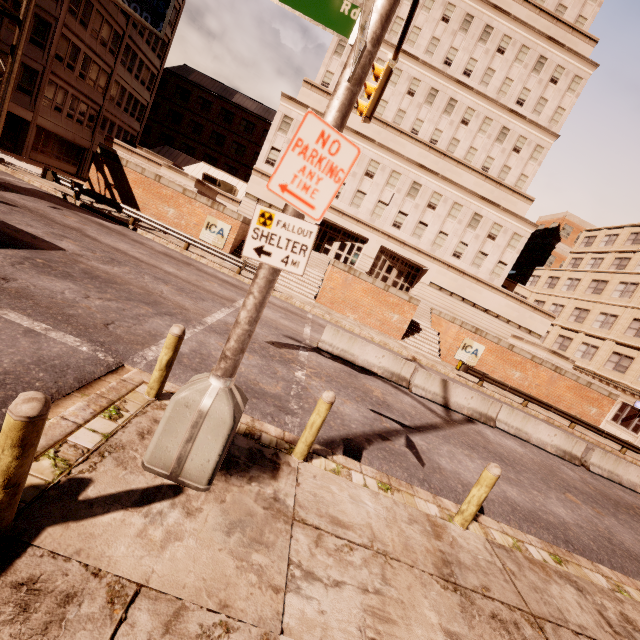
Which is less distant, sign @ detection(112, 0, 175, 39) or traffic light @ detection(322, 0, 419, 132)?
traffic light @ detection(322, 0, 419, 132)

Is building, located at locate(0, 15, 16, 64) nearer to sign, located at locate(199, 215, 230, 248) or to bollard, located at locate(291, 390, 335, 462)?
sign, located at locate(199, 215, 230, 248)

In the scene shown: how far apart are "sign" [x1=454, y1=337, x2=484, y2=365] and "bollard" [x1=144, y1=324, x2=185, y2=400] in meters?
22.8

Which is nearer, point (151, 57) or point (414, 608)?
point (414, 608)

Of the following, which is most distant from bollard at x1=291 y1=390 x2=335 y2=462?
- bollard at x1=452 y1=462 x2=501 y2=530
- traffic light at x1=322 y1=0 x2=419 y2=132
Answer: bollard at x1=452 y1=462 x2=501 y2=530

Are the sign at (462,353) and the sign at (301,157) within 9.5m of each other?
no

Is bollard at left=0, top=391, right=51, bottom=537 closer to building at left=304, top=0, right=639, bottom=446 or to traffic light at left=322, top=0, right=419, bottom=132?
traffic light at left=322, top=0, right=419, bottom=132

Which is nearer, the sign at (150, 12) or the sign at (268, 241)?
the sign at (268, 241)
